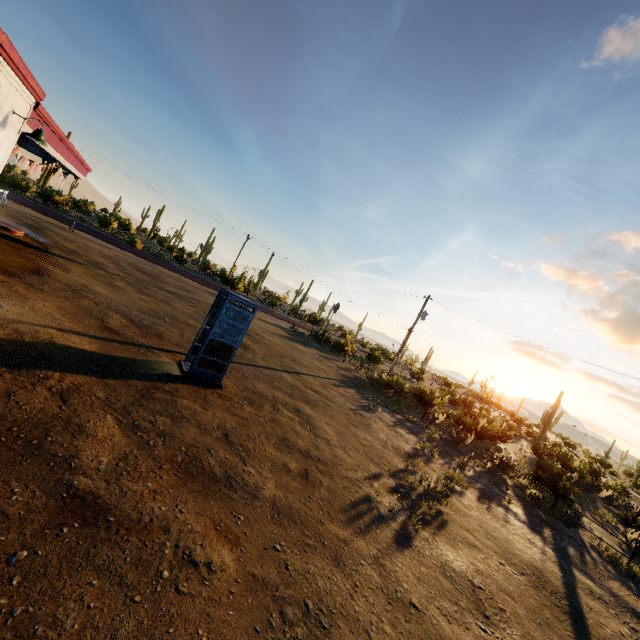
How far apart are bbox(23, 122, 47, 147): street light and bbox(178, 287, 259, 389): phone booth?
5.0m

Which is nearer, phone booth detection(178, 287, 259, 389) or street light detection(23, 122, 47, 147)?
street light detection(23, 122, 47, 147)

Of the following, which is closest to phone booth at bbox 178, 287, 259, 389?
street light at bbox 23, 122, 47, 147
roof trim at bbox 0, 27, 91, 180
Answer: street light at bbox 23, 122, 47, 147

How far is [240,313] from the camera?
9.32m

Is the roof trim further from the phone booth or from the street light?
the phone booth

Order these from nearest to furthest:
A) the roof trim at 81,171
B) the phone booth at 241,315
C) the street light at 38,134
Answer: the roof trim at 81,171 → the street light at 38,134 → the phone booth at 241,315

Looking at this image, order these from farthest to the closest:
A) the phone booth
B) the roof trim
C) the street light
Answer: the phone booth → the street light → the roof trim

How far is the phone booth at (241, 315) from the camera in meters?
9.1
